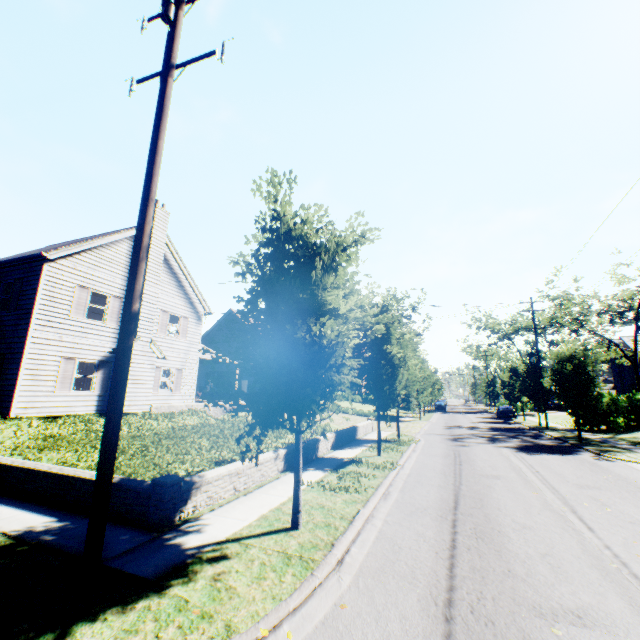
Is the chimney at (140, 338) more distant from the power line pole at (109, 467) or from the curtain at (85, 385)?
the power line pole at (109, 467)

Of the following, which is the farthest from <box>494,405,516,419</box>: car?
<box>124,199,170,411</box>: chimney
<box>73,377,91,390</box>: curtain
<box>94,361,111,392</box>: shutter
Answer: <box>73,377,91,390</box>: curtain

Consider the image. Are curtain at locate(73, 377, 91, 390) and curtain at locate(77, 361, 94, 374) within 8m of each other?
yes

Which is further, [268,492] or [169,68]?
[268,492]

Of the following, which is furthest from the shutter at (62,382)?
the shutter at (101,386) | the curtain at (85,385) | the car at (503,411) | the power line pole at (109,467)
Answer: the car at (503,411)

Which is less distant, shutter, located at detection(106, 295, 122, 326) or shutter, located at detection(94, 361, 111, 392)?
shutter, located at detection(94, 361, 111, 392)

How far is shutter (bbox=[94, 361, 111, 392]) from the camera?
16.10m

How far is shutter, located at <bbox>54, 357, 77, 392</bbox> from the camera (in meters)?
14.51
